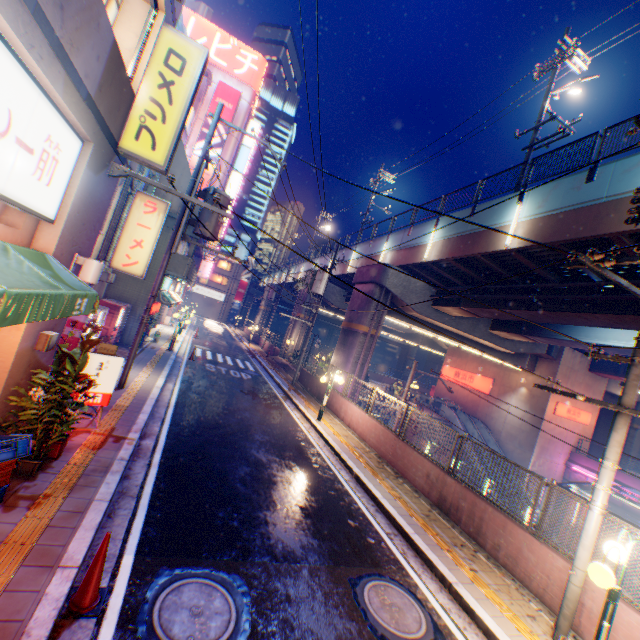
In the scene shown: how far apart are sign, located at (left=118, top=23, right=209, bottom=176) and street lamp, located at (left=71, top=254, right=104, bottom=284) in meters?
2.0

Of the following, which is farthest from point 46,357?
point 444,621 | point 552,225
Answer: point 552,225

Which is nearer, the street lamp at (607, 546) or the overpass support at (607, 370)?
the street lamp at (607, 546)

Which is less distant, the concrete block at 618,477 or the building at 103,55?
the building at 103,55

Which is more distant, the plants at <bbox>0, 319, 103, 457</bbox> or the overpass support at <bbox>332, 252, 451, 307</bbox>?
the overpass support at <bbox>332, 252, 451, 307</bbox>

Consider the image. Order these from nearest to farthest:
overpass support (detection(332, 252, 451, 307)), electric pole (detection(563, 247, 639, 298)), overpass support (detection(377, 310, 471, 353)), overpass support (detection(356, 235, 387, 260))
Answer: electric pole (detection(563, 247, 639, 298))
overpass support (detection(332, 252, 451, 307))
overpass support (detection(377, 310, 471, 353))
overpass support (detection(356, 235, 387, 260))

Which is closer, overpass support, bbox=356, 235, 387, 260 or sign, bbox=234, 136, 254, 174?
overpass support, bbox=356, 235, 387, 260

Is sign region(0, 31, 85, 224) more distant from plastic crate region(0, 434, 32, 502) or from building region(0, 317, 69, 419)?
plastic crate region(0, 434, 32, 502)
